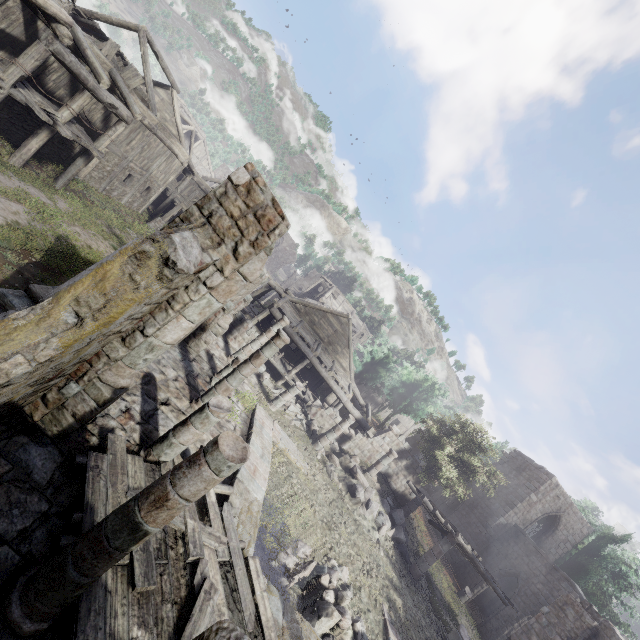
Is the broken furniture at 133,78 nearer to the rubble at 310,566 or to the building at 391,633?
the building at 391,633

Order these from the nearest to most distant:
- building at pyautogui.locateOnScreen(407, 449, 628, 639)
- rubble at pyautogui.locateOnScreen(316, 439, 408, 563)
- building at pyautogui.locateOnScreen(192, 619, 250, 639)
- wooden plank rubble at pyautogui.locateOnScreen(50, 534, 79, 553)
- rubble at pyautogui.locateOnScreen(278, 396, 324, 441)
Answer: building at pyautogui.locateOnScreen(192, 619, 250, 639) → wooden plank rubble at pyautogui.locateOnScreen(50, 534, 79, 553) → building at pyautogui.locateOnScreen(407, 449, 628, 639) → rubble at pyautogui.locateOnScreen(316, 439, 408, 563) → rubble at pyautogui.locateOnScreen(278, 396, 324, 441)

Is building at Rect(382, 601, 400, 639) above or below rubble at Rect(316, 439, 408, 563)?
below

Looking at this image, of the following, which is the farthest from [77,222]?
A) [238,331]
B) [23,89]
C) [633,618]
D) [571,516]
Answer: [633,618]

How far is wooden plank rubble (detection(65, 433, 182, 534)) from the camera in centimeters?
528cm

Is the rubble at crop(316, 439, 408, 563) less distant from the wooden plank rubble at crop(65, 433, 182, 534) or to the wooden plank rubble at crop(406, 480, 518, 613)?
the wooden plank rubble at crop(406, 480, 518, 613)

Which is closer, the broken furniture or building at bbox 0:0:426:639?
building at bbox 0:0:426:639

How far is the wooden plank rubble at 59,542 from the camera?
4.7m
